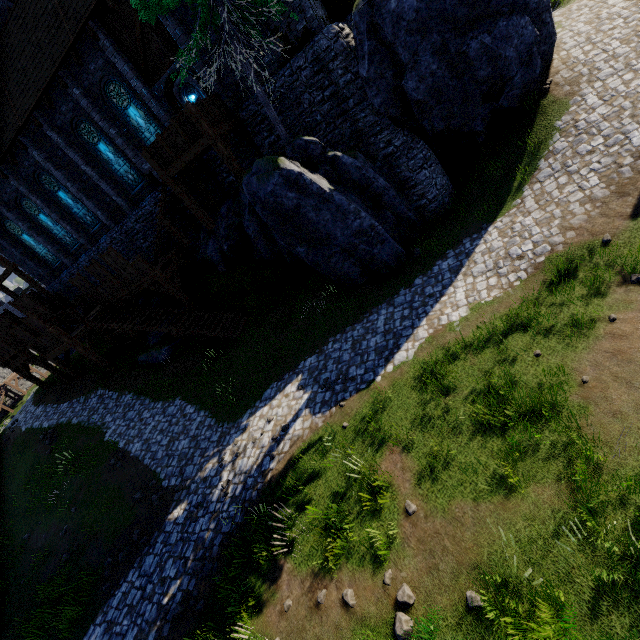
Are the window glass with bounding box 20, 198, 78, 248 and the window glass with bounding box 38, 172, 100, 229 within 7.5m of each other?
yes

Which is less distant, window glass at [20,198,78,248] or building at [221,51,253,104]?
building at [221,51,253,104]

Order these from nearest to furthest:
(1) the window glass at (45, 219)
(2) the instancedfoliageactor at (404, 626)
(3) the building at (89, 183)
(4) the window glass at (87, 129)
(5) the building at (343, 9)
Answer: (2) the instancedfoliageactor at (404, 626)
(5) the building at (343, 9)
(3) the building at (89, 183)
(4) the window glass at (87, 129)
(1) the window glass at (45, 219)

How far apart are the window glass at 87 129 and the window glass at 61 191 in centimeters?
349cm

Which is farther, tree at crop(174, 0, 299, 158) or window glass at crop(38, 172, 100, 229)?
window glass at crop(38, 172, 100, 229)

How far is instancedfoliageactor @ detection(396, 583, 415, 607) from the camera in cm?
557

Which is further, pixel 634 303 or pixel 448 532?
pixel 634 303

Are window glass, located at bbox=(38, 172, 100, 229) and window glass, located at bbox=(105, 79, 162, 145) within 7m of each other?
yes
